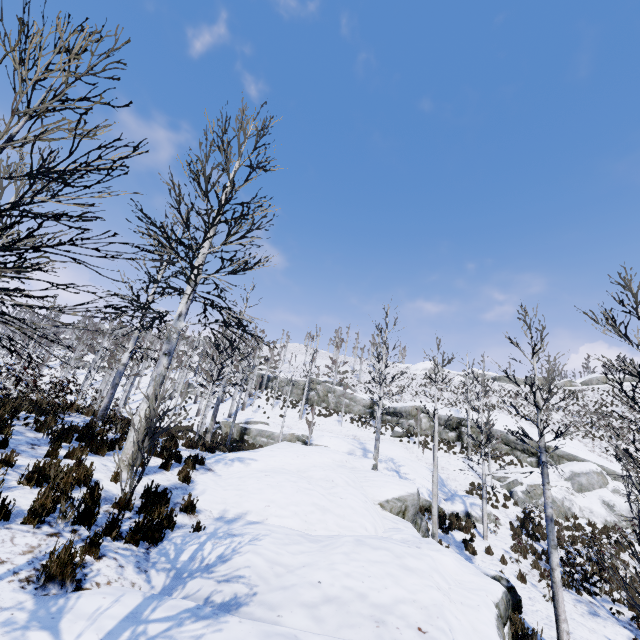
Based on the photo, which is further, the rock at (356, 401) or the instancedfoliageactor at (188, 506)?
the rock at (356, 401)

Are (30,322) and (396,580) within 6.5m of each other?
yes

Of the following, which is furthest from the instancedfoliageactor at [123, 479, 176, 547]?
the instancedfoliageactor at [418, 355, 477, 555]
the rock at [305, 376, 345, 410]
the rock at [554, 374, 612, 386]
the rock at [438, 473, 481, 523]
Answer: the rock at [554, 374, 612, 386]

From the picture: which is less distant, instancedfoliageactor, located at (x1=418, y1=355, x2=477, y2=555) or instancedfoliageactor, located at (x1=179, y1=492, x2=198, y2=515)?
instancedfoliageactor, located at (x1=179, y1=492, x2=198, y2=515)

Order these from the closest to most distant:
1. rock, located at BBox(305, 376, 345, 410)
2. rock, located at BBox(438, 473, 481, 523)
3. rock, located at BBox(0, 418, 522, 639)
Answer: rock, located at BBox(0, 418, 522, 639) < rock, located at BBox(438, 473, 481, 523) < rock, located at BBox(305, 376, 345, 410)

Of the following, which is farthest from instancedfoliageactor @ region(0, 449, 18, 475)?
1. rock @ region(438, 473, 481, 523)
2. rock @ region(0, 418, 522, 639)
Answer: rock @ region(438, 473, 481, 523)

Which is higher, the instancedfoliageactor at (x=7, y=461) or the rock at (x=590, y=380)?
the rock at (x=590, y=380)
